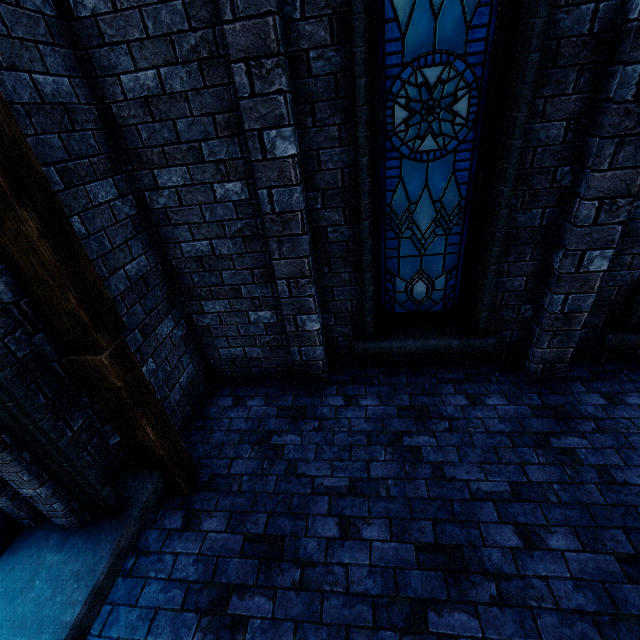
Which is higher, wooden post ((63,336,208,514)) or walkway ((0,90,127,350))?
walkway ((0,90,127,350))

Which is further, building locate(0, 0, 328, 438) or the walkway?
building locate(0, 0, 328, 438)

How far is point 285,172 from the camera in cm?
300

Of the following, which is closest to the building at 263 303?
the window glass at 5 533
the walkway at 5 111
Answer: the walkway at 5 111

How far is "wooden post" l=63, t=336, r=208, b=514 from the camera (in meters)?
2.37

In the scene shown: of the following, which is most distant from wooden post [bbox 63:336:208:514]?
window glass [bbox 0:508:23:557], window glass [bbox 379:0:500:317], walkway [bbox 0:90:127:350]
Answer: window glass [bbox 379:0:500:317]

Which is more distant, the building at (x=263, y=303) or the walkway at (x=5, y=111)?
the building at (x=263, y=303)

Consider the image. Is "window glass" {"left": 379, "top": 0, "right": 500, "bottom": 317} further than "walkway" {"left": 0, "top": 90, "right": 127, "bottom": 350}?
Yes
